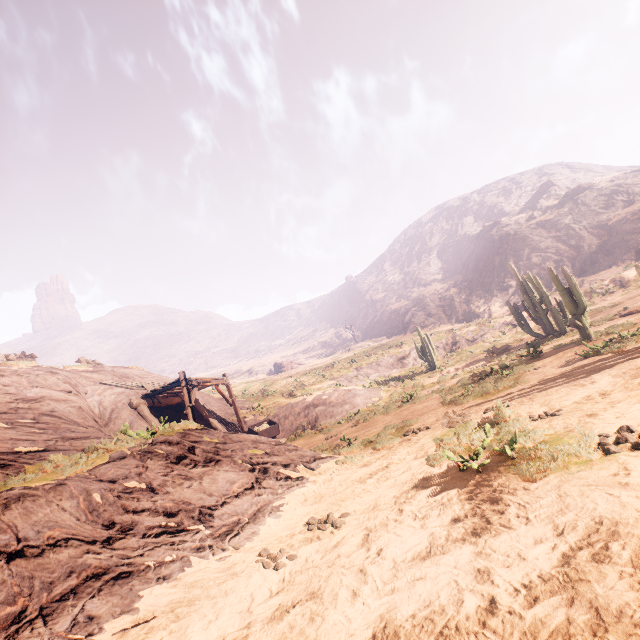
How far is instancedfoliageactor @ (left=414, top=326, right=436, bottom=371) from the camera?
28.0 meters

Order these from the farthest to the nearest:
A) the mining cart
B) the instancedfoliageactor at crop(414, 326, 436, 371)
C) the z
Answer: the instancedfoliageactor at crop(414, 326, 436, 371), the mining cart, the z

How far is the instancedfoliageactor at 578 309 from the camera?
13.49m

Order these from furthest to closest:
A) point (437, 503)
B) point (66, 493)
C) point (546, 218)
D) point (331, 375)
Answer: point (546, 218), point (331, 375), point (66, 493), point (437, 503)

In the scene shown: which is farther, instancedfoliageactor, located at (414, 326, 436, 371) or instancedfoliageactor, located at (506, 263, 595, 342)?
instancedfoliageactor, located at (414, 326, 436, 371)

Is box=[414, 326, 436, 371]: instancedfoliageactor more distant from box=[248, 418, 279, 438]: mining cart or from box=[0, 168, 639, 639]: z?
box=[248, 418, 279, 438]: mining cart

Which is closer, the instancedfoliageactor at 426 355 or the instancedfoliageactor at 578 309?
the instancedfoliageactor at 578 309

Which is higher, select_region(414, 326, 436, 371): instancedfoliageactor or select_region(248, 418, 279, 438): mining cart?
select_region(414, 326, 436, 371): instancedfoliageactor
